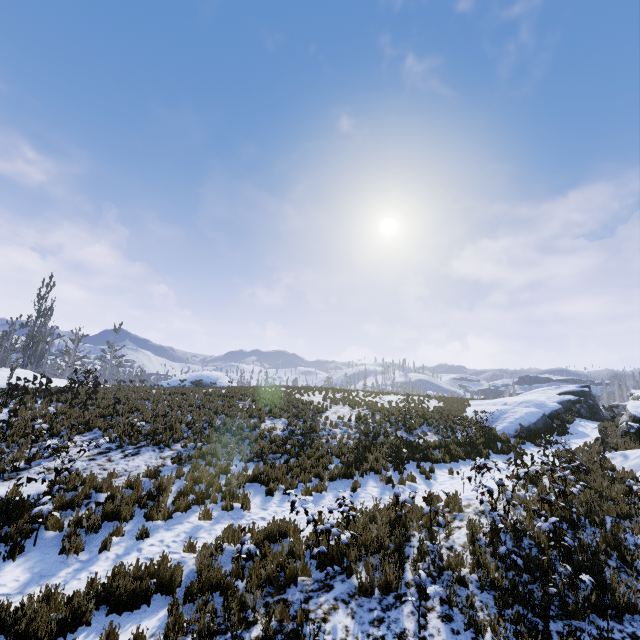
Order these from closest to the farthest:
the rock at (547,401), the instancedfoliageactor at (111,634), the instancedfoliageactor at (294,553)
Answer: the instancedfoliageactor at (111,634)
the instancedfoliageactor at (294,553)
the rock at (547,401)

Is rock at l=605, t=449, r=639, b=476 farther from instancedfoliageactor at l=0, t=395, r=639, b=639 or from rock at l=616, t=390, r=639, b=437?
instancedfoliageactor at l=0, t=395, r=639, b=639

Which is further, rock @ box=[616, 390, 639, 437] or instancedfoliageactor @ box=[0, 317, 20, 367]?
instancedfoliageactor @ box=[0, 317, 20, 367]

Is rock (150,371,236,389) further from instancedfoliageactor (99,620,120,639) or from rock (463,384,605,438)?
rock (463,384,605,438)

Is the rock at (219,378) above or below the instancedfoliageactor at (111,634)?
above

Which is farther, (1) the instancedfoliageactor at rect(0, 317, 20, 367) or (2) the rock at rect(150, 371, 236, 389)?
(1) the instancedfoliageactor at rect(0, 317, 20, 367)

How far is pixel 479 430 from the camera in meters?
18.5

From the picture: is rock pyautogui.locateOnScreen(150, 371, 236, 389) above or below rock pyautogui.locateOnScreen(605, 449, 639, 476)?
above
